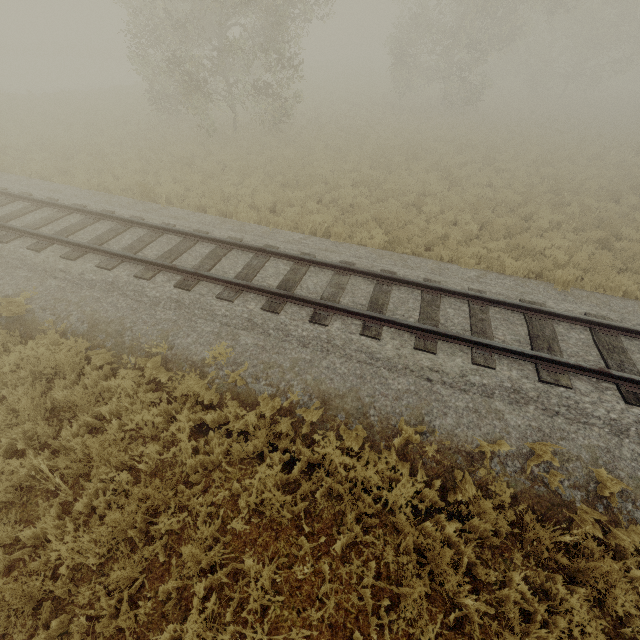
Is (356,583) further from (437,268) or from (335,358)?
(437,268)
